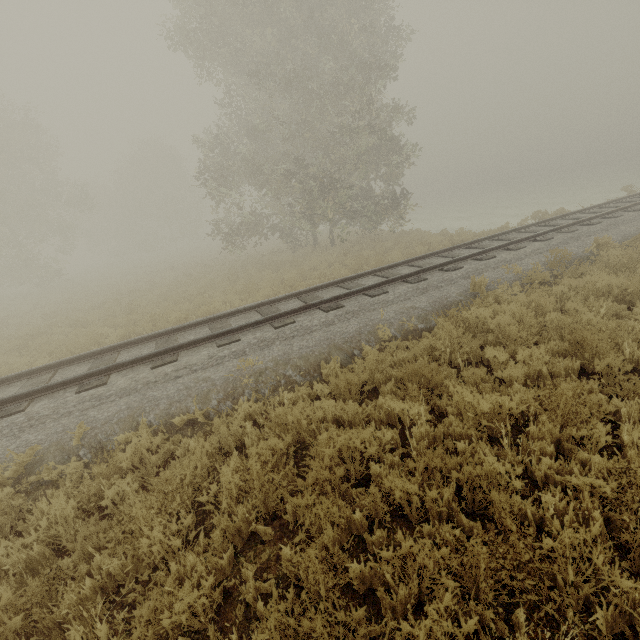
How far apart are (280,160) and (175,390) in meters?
14.8 m
